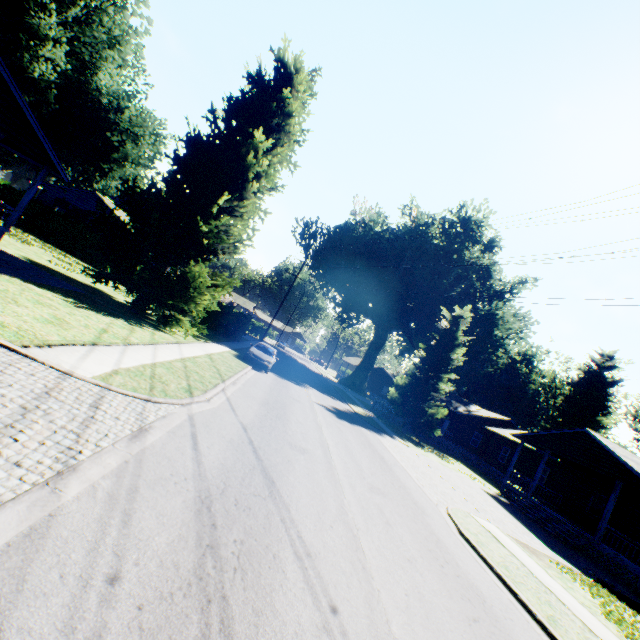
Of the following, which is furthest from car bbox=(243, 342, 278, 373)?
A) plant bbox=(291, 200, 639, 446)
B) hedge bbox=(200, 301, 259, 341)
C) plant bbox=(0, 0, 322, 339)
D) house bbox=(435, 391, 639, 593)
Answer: house bbox=(435, 391, 639, 593)

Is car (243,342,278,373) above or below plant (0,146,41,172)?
below

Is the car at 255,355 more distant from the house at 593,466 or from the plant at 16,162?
the house at 593,466

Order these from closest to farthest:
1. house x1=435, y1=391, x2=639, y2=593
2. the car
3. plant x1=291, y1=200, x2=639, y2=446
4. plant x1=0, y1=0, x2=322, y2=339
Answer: plant x1=0, y1=0, x2=322, y2=339 < house x1=435, y1=391, x2=639, y2=593 < the car < plant x1=291, y1=200, x2=639, y2=446

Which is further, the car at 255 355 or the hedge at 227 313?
the hedge at 227 313

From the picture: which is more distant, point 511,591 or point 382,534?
point 511,591

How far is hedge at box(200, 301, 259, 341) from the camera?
31.91m

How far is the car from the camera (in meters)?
20.72
